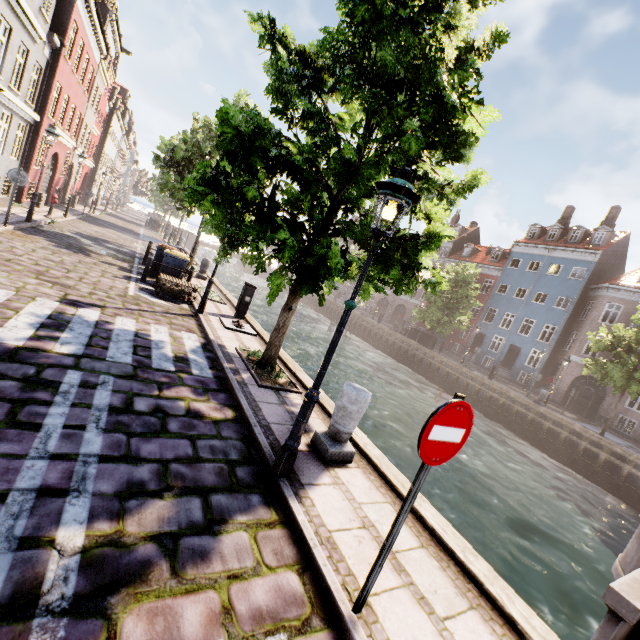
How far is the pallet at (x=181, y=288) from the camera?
10.26m

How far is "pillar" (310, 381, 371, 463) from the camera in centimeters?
457cm

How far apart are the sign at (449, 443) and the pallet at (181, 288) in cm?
966

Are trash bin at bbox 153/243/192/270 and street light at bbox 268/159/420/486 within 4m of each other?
no

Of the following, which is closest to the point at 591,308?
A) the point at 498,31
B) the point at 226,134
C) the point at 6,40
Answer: the point at 498,31

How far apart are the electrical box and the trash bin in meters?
2.5

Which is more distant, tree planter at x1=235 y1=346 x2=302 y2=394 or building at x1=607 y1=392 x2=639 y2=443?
building at x1=607 y1=392 x2=639 y2=443

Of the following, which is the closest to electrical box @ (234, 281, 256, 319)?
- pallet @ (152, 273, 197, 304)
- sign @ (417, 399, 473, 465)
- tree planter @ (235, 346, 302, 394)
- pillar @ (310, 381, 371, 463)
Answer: pallet @ (152, 273, 197, 304)
